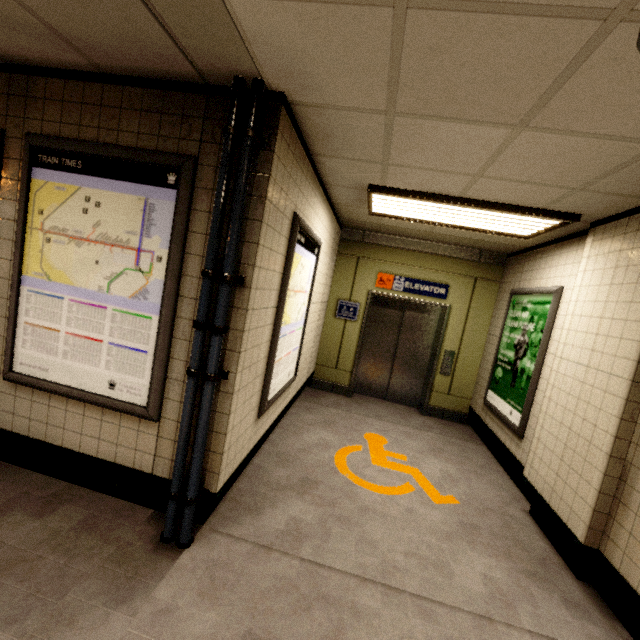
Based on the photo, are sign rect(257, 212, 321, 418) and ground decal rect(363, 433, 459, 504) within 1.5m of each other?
yes

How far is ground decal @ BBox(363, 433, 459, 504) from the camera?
3.3 meters

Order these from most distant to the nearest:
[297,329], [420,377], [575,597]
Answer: [420,377] < [297,329] < [575,597]

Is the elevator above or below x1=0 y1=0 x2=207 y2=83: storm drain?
below

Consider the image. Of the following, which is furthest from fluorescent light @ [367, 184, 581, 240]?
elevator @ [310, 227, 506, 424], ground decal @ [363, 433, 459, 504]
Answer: ground decal @ [363, 433, 459, 504]

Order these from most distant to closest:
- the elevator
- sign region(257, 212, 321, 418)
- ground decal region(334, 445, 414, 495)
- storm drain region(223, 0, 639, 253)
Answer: the elevator < ground decal region(334, 445, 414, 495) < sign region(257, 212, 321, 418) < storm drain region(223, 0, 639, 253)

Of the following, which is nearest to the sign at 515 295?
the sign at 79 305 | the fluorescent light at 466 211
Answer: the fluorescent light at 466 211

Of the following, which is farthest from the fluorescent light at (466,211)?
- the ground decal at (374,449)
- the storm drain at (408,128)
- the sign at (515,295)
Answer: the ground decal at (374,449)
